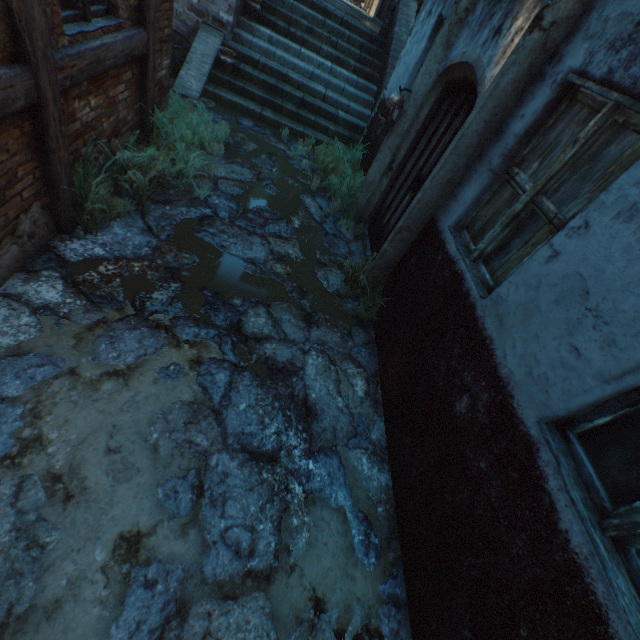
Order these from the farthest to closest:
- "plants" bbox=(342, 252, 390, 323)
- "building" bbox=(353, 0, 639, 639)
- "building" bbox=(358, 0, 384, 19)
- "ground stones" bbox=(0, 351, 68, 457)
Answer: "building" bbox=(358, 0, 384, 19), "plants" bbox=(342, 252, 390, 323), "ground stones" bbox=(0, 351, 68, 457), "building" bbox=(353, 0, 639, 639)

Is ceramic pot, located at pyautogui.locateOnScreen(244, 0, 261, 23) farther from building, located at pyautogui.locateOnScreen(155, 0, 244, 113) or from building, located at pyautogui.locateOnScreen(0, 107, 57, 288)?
building, located at pyautogui.locateOnScreen(0, 107, 57, 288)

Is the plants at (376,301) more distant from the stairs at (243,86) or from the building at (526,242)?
the stairs at (243,86)

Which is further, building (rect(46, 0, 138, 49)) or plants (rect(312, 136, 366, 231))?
plants (rect(312, 136, 366, 231))

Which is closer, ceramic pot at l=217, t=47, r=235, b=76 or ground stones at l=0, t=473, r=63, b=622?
ground stones at l=0, t=473, r=63, b=622

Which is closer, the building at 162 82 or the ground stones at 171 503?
the ground stones at 171 503

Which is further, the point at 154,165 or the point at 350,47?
the point at 350,47

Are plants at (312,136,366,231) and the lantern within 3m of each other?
yes
